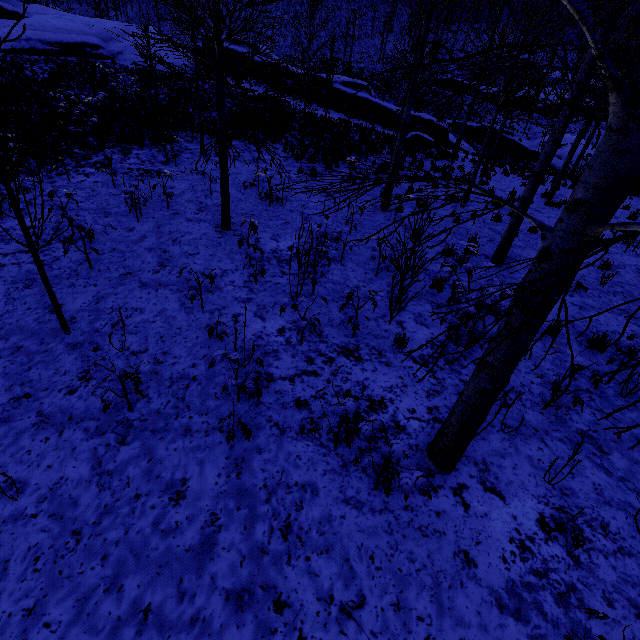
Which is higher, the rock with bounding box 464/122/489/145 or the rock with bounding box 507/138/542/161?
the rock with bounding box 464/122/489/145

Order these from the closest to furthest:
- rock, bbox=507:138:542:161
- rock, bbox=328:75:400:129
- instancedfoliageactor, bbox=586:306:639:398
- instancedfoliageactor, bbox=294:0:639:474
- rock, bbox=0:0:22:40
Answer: instancedfoliageactor, bbox=586:306:639:398, instancedfoliageactor, bbox=294:0:639:474, rock, bbox=0:0:22:40, rock, bbox=328:75:400:129, rock, bbox=507:138:542:161

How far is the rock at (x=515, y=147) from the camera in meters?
31.3

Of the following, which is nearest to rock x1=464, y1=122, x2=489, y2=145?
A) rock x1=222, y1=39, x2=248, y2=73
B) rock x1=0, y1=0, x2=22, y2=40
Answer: rock x1=222, y1=39, x2=248, y2=73

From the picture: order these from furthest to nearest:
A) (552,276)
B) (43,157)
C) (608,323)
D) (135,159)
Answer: (135,159), (43,157), (608,323), (552,276)

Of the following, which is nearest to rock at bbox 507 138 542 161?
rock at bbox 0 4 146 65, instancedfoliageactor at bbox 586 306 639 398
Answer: rock at bbox 0 4 146 65

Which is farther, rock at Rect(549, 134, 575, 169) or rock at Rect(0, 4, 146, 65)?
rock at Rect(549, 134, 575, 169)

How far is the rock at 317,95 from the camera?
25.05m
